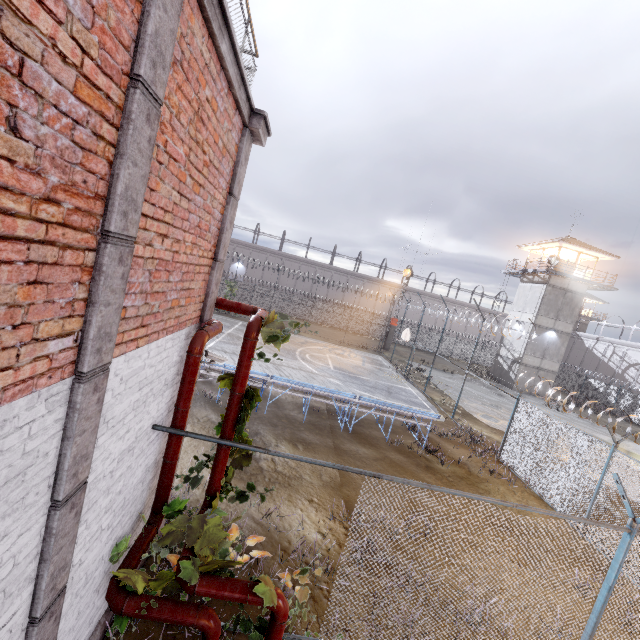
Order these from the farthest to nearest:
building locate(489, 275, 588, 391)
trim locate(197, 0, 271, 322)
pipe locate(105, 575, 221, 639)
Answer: building locate(489, 275, 588, 391) → pipe locate(105, 575, 221, 639) → trim locate(197, 0, 271, 322)

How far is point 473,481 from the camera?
10.97m

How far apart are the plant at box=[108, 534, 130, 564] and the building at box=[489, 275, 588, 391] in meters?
35.1

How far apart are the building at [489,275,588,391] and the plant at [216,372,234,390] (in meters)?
34.13

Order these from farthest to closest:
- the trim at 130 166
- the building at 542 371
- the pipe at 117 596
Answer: the building at 542 371, the pipe at 117 596, the trim at 130 166

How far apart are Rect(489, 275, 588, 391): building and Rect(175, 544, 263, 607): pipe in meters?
34.2 m

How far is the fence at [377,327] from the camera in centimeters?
4103cm

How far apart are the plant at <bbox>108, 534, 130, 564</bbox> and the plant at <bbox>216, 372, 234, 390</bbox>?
2.10m
